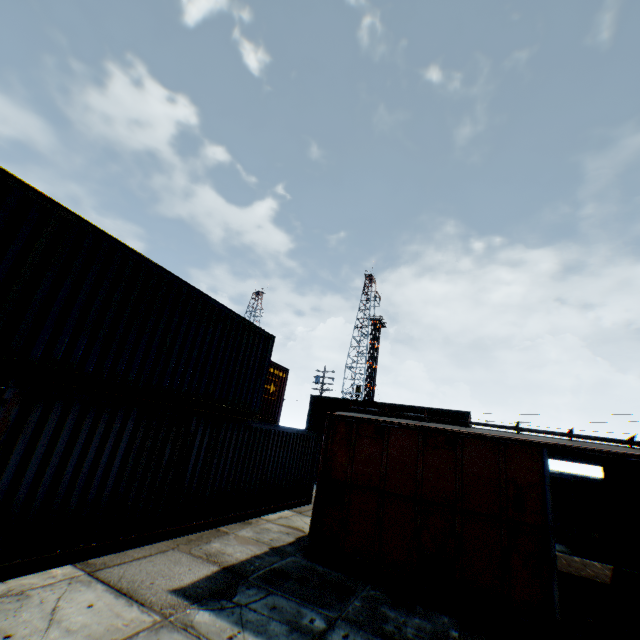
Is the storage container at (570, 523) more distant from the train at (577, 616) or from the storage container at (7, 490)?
the storage container at (7, 490)

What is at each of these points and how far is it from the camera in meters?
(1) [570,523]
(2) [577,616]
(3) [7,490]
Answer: (1) storage container, 14.4 m
(2) train, 6.1 m
(3) storage container, 5.1 m

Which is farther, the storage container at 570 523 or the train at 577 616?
the storage container at 570 523

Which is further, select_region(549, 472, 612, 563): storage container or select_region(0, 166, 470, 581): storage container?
select_region(549, 472, 612, 563): storage container

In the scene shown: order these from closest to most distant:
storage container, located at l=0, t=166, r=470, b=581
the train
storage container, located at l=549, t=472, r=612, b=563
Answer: storage container, located at l=0, t=166, r=470, b=581, the train, storage container, located at l=549, t=472, r=612, b=563

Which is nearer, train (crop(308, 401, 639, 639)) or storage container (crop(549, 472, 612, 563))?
train (crop(308, 401, 639, 639))

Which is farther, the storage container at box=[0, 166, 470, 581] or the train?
the train

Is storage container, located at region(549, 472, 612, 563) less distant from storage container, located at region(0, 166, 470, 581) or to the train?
the train
